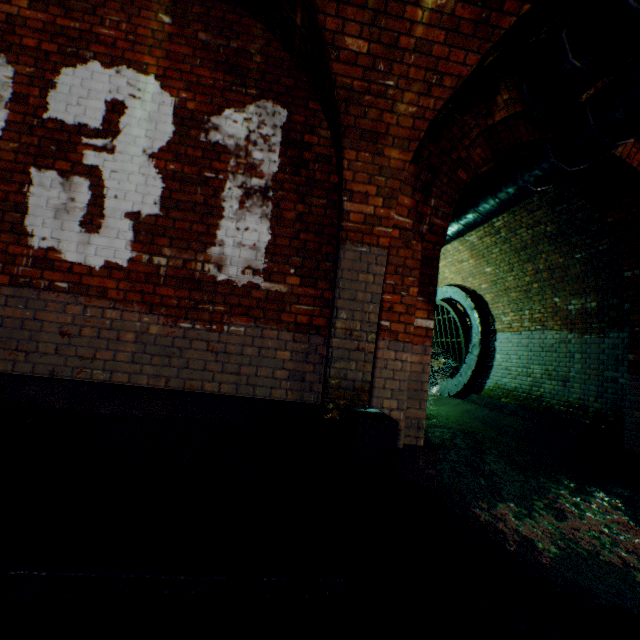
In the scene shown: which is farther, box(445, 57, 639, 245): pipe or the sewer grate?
the sewer grate

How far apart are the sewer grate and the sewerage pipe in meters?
0.0

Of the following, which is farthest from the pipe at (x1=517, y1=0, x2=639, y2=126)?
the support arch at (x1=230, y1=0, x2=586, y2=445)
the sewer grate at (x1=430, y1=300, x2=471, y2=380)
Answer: the sewer grate at (x1=430, y1=300, x2=471, y2=380)

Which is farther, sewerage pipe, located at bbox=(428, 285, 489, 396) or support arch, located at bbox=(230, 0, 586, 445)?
sewerage pipe, located at bbox=(428, 285, 489, 396)

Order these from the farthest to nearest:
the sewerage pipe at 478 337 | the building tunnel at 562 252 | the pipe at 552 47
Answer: the sewerage pipe at 478 337, the building tunnel at 562 252, the pipe at 552 47

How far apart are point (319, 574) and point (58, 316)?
2.9m

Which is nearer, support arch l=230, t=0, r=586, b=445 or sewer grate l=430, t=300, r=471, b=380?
support arch l=230, t=0, r=586, b=445

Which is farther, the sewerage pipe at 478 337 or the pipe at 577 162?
the sewerage pipe at 478 337
